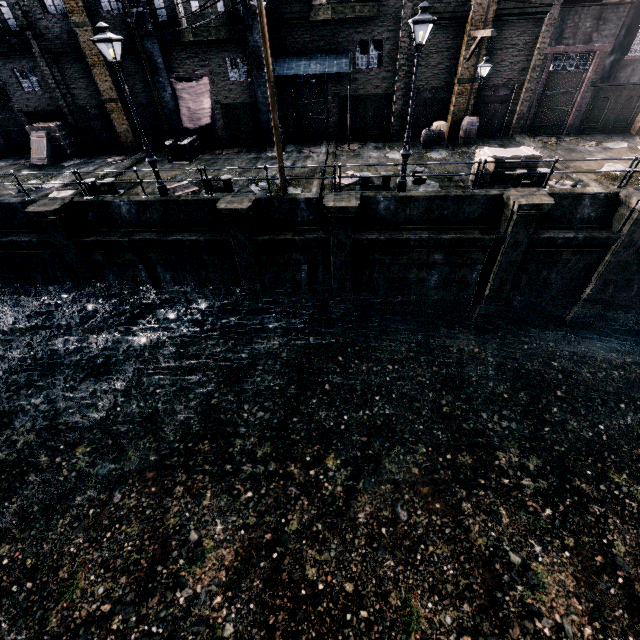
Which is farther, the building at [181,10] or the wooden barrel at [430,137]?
the wooden barrel at [430,137]

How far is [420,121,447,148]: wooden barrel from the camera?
18.8 meters

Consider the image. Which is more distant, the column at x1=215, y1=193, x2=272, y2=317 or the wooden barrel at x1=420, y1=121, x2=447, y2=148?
the wooden barrel at x1=420, y1=121, x2=447, y2=148

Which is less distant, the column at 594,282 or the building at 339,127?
the column at 594,282

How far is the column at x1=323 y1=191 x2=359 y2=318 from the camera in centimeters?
1332cm

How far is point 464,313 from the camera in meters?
16.9 m

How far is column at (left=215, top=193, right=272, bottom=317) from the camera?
13.70m

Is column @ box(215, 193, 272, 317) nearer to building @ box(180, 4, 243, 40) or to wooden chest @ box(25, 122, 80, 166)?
building @ box(180, 4, 243, 40)
